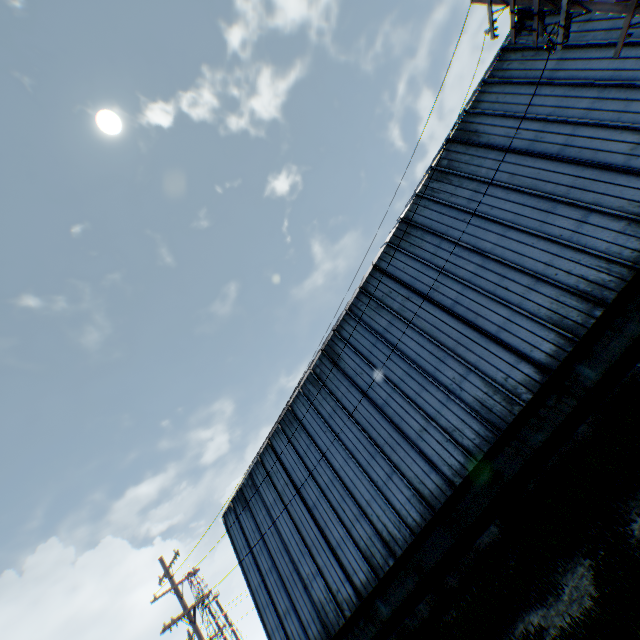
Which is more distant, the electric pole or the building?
the building

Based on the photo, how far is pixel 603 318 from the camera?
10.8m

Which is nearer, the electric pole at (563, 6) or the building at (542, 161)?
the electric pole at (563, 6)
